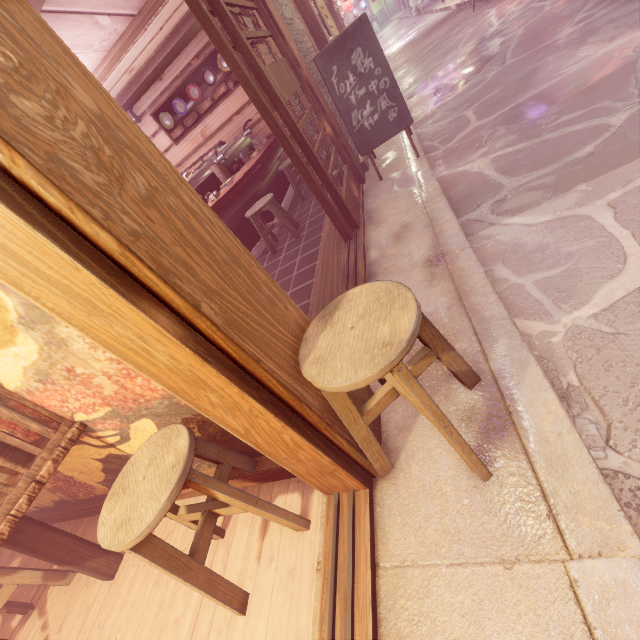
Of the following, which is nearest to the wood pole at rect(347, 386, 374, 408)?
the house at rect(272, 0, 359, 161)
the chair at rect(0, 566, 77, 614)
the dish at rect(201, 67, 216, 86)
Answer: the chair at rect(0, 566, 77, 614)

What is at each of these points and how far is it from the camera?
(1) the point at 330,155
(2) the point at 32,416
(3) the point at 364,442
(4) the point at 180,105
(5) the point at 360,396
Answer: (1) door, 7.0 meters
(2) building, 3.2 meters
(3) chair, 2.5 meters
(4) dish, 10.9 meters
(5) wood pole, 3.0 meters

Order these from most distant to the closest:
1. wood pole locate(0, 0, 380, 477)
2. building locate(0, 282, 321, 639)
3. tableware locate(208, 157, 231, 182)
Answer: tableware locate(208, 157, 231, 182), building locate(0, 282, 321, 639), wood pole locate(0, 0, 380, 477)

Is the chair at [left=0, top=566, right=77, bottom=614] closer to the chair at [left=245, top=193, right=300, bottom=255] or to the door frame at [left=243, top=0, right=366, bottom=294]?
the door frame at [left=243, top=0, right=366, bottom=294]

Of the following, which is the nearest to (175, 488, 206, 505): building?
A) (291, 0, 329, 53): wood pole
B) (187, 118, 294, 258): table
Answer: (187, 118, 294, 258): table

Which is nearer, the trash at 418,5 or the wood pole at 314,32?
the wood pole at 314,32

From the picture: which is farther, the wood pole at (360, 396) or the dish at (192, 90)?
the dish at (192, 90)

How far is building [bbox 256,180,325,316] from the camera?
6.11m
